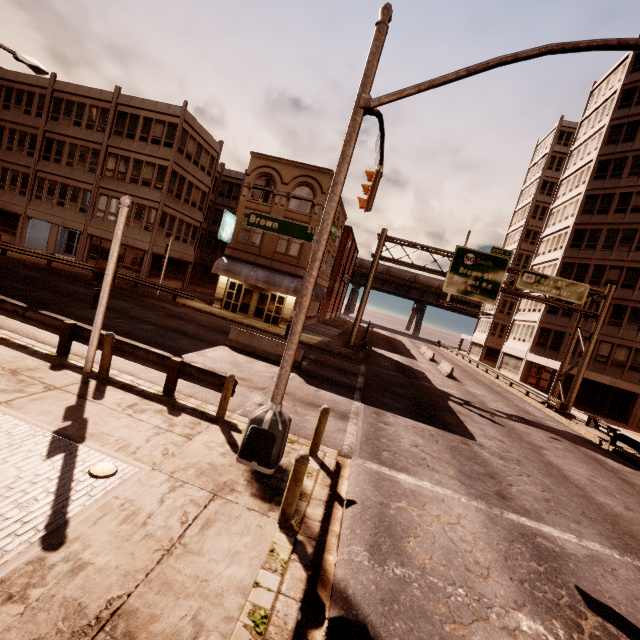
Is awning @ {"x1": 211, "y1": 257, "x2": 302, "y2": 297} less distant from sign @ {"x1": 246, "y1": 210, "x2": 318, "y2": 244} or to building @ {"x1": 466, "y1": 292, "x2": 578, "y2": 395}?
sign @ {"x1": 246, "y1": 210, "x2": 318, "y2": 244}

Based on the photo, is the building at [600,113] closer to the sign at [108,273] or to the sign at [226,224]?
the sign at [226,224]

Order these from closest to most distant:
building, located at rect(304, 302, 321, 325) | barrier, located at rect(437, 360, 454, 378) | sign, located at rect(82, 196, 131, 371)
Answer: sign, located at rect(82, 196, 131, 371) → barrier, located at rect(437, 360, 454, 378) → building, located at rect(304, 302, 321, 325)

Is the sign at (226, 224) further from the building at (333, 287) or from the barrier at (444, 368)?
the barrier at (444, 368)

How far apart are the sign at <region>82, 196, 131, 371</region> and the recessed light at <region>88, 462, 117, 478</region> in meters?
4.3 m

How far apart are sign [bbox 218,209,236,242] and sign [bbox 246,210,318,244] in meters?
20.2 m

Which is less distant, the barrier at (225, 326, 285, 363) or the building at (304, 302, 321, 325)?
the barrier at (225, 326, 285, 363)

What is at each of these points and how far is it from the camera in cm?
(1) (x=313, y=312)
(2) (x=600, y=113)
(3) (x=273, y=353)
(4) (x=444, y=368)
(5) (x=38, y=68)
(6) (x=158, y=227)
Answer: (1) building, 3775
(2) building, 3697
(3) barrier, 1609
(4) barrier, 2931
(5) street light, 1338
(6) building, 2909
